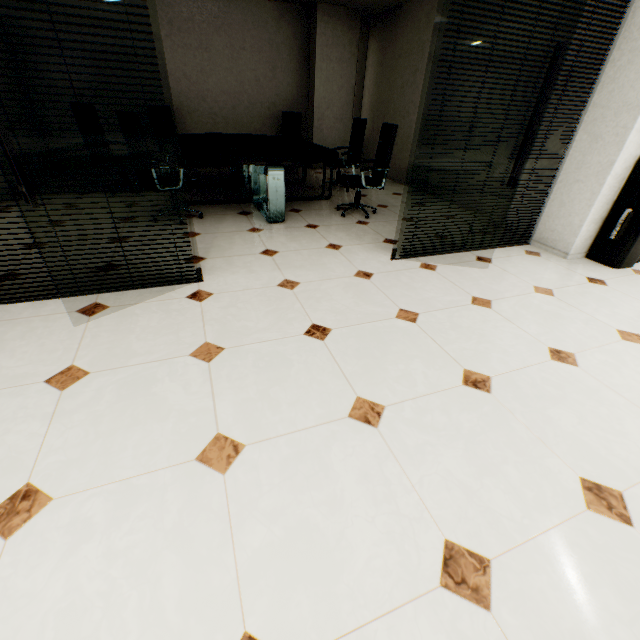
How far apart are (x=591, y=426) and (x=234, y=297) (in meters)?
2.44

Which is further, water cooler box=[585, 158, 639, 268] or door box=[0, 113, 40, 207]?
water cooler box=[585, 158, 639, 268]

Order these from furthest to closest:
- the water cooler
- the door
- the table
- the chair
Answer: the chair
the table
the water cooler
the door

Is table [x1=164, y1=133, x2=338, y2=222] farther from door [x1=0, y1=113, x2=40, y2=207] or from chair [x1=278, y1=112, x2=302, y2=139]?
door [x1=0, y1=113, x2=40, y2=207]

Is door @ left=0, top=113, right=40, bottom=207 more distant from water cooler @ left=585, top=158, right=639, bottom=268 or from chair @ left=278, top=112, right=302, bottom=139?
chair @ left=278, top=112, right=302, bottom=139

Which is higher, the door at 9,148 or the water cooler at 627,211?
the door at 9,148

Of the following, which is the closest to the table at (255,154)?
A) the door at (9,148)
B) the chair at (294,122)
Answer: the chair at (294,122)

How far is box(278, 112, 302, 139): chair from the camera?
6.98m
